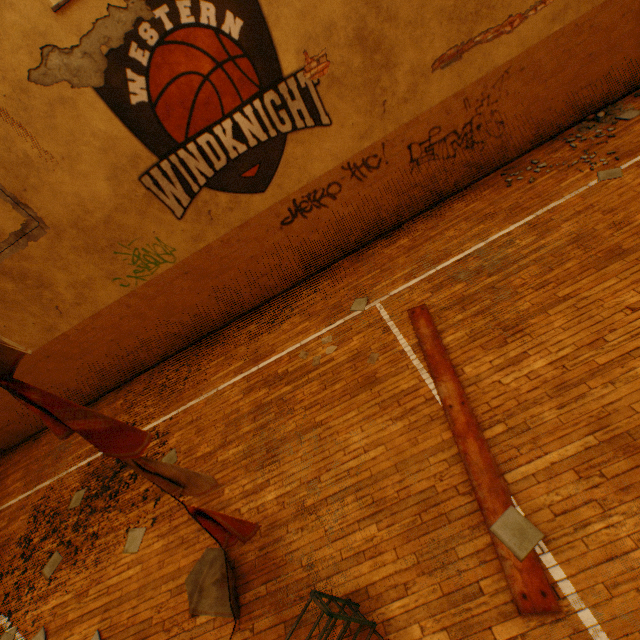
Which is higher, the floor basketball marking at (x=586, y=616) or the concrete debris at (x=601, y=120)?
the concrete debris at (x=601, y=120)

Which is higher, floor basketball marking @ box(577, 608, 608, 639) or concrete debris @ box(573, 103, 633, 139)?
concrete debris @ box(573, 103, 633, 139)

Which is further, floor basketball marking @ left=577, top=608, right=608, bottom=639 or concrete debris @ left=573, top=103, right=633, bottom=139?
concrete debris @ left=573, top=103, right=633, bottom=139

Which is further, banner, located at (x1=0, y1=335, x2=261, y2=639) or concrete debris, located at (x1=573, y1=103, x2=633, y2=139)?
concrete debris, located at (x1=573, y1=103, x2=633, y2=139)

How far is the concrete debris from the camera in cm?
667

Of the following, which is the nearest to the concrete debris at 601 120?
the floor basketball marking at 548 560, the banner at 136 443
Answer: the floor basketball marking at 548 560

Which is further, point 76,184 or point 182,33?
point 76,184

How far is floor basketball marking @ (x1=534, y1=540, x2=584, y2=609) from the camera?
2.7 meters
